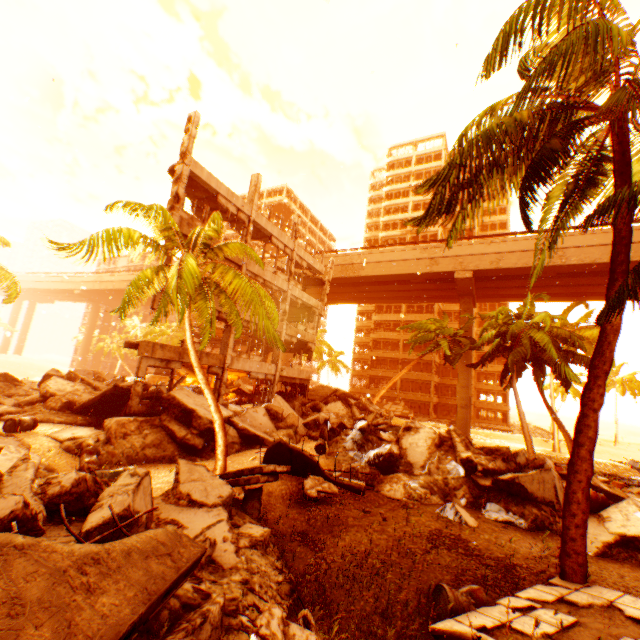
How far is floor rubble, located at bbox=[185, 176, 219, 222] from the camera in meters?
17.1

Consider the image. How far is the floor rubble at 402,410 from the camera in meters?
43.7

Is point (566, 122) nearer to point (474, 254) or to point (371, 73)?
point (371, 73)

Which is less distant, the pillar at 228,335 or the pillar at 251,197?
the pillar at 228,335

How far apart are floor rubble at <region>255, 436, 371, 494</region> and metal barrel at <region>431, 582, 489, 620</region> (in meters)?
3.08

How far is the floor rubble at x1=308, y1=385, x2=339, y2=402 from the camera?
28.1 meters

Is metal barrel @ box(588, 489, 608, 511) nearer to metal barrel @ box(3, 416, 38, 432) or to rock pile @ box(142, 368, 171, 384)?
metal barrel @ box(3, 416, 38, 432)

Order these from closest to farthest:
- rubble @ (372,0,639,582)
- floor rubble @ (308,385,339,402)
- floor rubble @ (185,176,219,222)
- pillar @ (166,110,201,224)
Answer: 1. rubble @ (372,0,639,582)
2. pillar @ (166,110,201,224)
3. floor rubble @ (185,176,219,222)
4. floor rubble @ (308,385,339,402)
